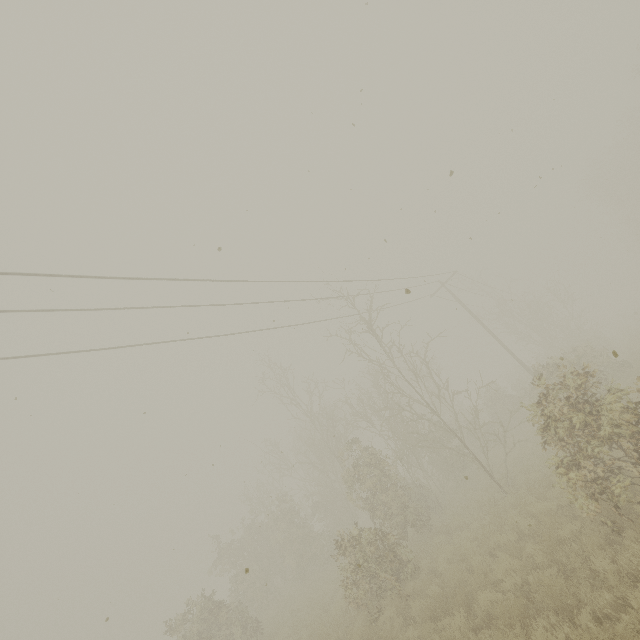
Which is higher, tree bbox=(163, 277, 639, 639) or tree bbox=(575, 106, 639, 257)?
tree bbox=(575, 106, 639, 257)

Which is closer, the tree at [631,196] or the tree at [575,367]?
the tree at [575,367]

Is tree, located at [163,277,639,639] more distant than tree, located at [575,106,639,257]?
No

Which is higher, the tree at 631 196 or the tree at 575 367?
the tree at 631 196

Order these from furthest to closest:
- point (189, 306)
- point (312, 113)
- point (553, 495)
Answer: point (189, 306) < point (553, 495) < point (312, 113)
